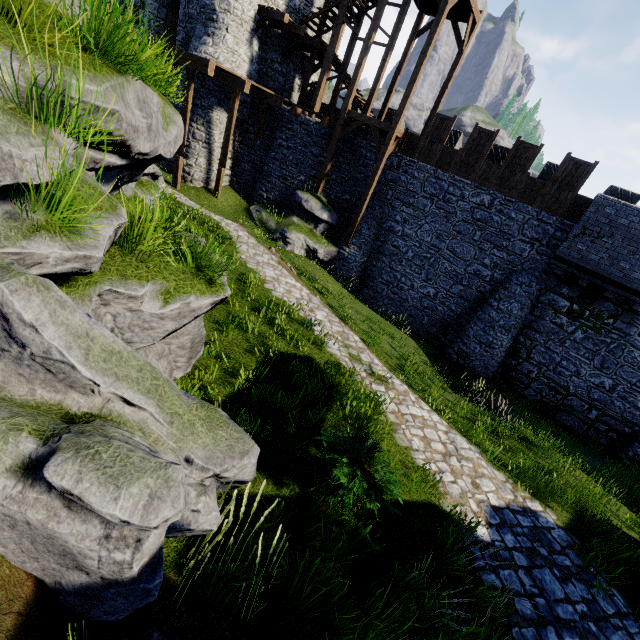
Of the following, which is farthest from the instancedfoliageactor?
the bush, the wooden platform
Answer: the wooden platform

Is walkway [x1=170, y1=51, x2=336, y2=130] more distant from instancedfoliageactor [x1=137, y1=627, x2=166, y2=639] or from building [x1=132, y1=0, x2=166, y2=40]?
instancedfoliageactor [x1=137, y1=627, x2=166, y2=639]

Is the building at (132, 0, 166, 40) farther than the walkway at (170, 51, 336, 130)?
Yes

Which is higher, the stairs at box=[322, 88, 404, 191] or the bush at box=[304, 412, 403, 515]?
the stairs at box=[322, 88, 404, 191]

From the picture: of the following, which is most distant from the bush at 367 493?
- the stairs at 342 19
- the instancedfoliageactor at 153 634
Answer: the stairs at 342 19

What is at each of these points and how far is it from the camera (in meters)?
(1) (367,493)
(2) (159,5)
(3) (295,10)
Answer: (1) bush, 4.48
(2) building, 19.00
(3) building, 18.91

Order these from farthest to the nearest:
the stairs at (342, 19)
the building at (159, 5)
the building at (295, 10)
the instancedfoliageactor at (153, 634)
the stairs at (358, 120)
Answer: the building at (159, 5) < the building at (295, 10) < the stairs at (358, 120) < the stairs at (342, 19) < the instancedfoliageactor at (153, 634)

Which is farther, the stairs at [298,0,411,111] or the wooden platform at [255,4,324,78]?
the wooden platform at [255,4,324,78]
